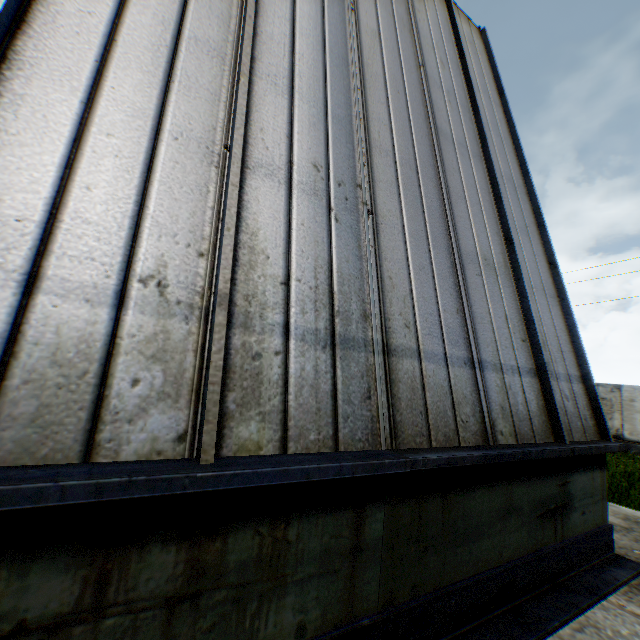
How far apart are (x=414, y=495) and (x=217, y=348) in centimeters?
202cm
